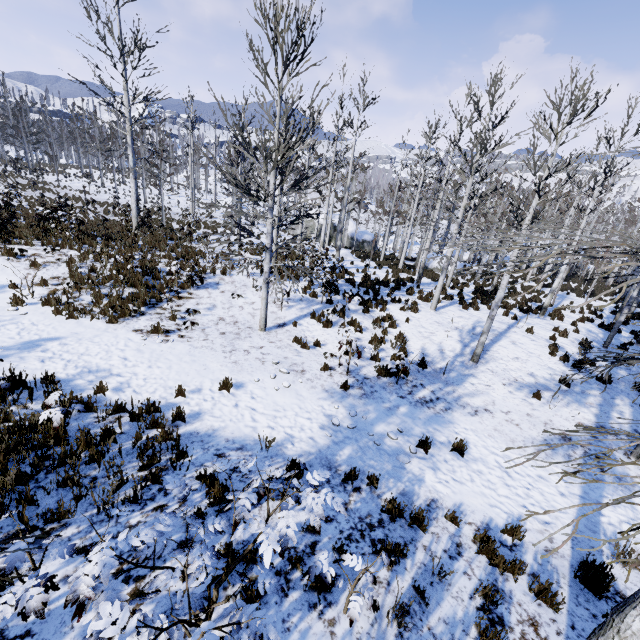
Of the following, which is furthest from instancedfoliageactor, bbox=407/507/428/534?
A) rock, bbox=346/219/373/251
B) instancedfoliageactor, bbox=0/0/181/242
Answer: rock, bbox=346/219/373/251

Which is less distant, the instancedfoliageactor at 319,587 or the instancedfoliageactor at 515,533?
the instancedfoliageactor at 319,587

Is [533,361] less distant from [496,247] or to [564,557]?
[564,557]

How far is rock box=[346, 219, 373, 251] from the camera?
34.8 meters

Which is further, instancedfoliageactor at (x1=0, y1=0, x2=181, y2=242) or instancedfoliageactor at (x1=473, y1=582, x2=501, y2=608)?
instancedfoliageactor at (x1=0, y1=0, x2=181, y2=242)

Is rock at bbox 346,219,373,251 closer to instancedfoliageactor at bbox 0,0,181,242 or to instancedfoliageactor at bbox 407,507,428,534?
instancedfoliageactor at bbox 0,0,181,242

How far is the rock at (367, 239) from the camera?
34.8 meters
